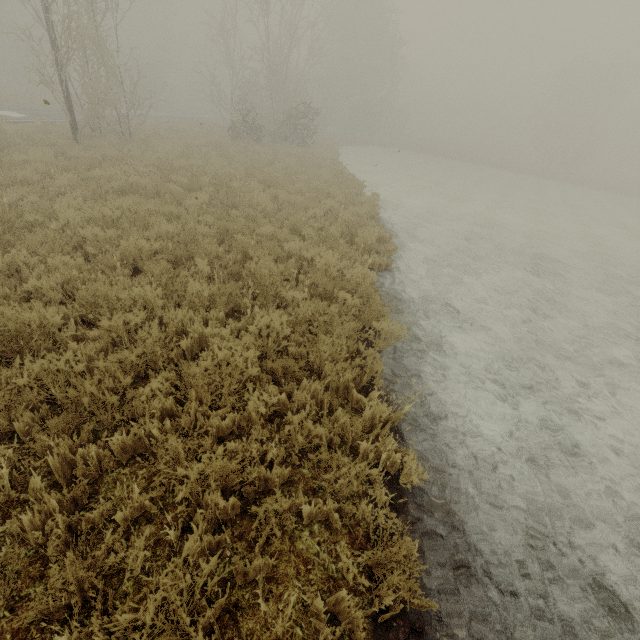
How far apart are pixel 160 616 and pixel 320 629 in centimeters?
106cm
